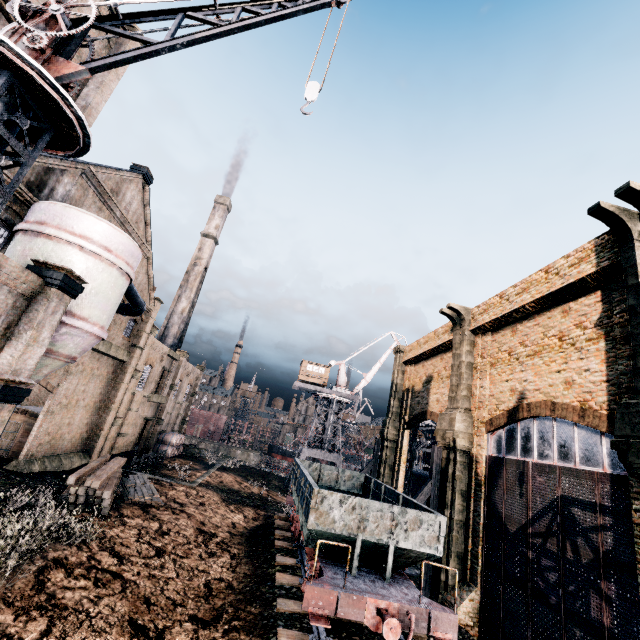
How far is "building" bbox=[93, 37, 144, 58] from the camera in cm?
2005

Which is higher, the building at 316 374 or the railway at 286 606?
the building at 316 374

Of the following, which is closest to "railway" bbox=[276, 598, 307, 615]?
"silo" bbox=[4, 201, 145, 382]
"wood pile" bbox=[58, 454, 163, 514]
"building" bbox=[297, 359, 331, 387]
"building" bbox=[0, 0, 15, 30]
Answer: "building" bbox=[0, 0, 15, 30]

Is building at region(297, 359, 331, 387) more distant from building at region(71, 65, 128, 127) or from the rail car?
the rail car

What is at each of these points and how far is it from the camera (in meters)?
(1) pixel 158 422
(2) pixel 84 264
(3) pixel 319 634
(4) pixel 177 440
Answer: (1) building, 40.84
(2) silo, 14.66
(3) railway, 9.87
(4) wooden barrel, 42.66

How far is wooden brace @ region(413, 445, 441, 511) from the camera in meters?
19.4 m

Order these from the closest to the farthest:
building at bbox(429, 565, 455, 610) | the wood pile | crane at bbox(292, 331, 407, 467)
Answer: building at bbox(429, 565, 455, 610) < the wood pile < crane at bbox(292, 331, 407, 467)

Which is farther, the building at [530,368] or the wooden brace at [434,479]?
the wooden brace at [434,479]
